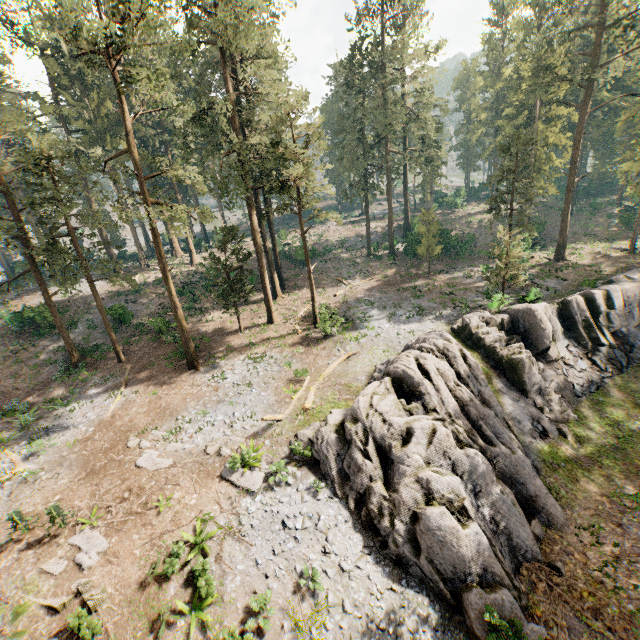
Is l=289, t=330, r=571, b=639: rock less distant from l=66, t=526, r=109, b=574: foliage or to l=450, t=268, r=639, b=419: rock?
l=450, t=268, r=639, b=419: rock

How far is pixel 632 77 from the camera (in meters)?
30.58

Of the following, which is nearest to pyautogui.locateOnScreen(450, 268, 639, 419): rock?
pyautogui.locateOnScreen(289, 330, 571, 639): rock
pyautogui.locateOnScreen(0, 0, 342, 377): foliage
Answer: pyautogui.locateOnScreen(289, 330, 571, 639): rock

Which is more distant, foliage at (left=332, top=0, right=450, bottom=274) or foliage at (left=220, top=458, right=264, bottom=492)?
foliage at (left=332, top=0, right=450, bottom=274)

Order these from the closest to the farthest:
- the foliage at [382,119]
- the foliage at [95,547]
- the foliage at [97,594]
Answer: the foliage at [97,594] → the foliage at [95,547] → the foliage at [382,119]

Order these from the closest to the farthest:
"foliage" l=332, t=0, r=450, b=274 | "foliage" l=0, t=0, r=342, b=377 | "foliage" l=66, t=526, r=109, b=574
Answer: "foliage" l=66, t=526, r=109, b=574, "foliage" l=0, t=0, r=342, b=377, "foliage" l=332, t=0, r=450, b=274

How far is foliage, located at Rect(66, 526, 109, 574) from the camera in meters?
11.9 m

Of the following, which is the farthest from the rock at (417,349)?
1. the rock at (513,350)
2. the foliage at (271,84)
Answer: the foliage at (271,84)
